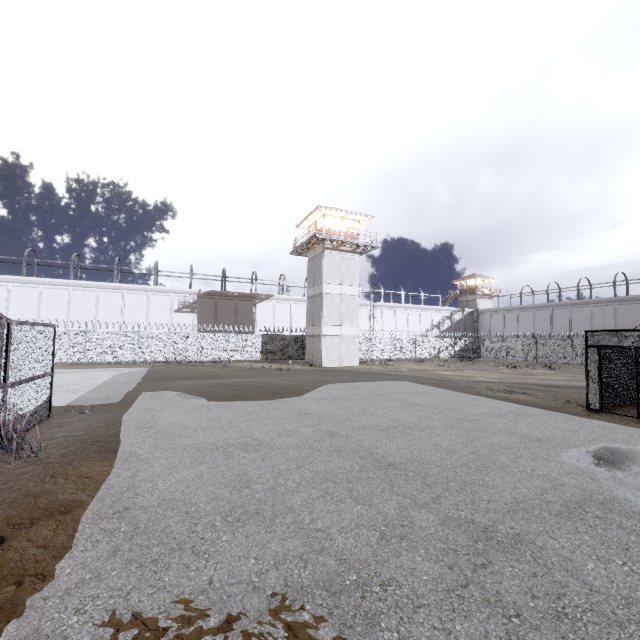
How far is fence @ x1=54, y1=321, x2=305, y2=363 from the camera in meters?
27.5

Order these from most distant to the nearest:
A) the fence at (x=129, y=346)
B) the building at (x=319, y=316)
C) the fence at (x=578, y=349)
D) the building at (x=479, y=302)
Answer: the building at (x=479, y=302), the fence at (x=578, y=349), the building at (x=319, y=316), the fence at (x=129, y=346)

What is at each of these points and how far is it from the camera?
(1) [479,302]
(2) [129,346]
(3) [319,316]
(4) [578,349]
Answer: (1) building, 58.4m
(2) fence, 29.1m
(3) building, 30.7m
(4) fence, 35.4m

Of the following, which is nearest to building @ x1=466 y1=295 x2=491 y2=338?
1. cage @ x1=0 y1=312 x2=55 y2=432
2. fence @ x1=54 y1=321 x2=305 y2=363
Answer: fence @ x1=54 y1=321 x2=305 y2=363

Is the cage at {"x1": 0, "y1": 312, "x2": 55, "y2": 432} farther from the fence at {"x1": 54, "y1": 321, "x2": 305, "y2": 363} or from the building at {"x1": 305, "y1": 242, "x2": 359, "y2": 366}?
the building at {"x1": 305, "y1": 242, "x2": 359, "y2": 366}

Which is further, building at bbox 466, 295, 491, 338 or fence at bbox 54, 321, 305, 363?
building at bbox 466, 295, 491, 338

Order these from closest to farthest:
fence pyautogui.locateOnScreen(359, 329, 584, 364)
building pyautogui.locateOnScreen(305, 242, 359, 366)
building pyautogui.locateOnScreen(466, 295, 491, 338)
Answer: building pyautogui.locateOnScreen(305, 242, 359, 366) → fence pyautogui.locateOnScreen(359, 329, 584, 364) → building pyautogui.locateOnScreen(466, 295, 491, 338)

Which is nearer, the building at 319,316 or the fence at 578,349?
the building at 319,316
